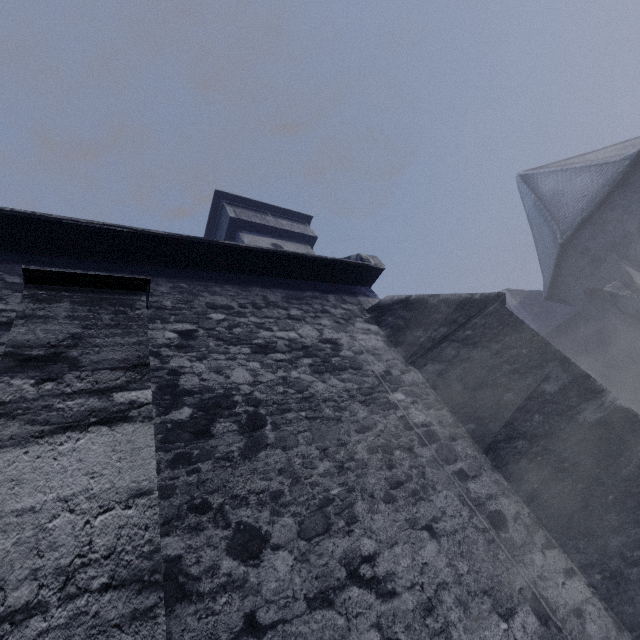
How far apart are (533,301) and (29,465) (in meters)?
19.97
